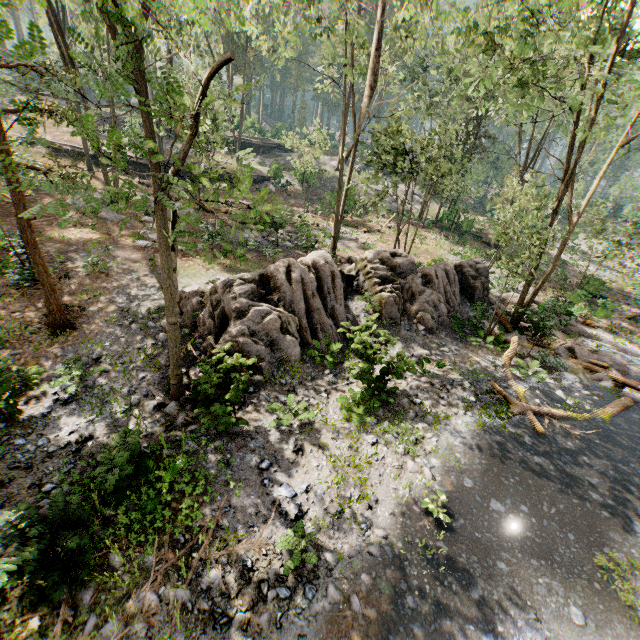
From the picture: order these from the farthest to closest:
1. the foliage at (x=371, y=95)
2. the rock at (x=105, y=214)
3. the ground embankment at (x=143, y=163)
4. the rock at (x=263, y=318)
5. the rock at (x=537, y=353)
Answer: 1. the ground embankment at (x=143, y=163)
2. the rock at (x=105, y=214)
3. the rock at (x=537, y=353)
4. the rock at (x=263, y=318)
5. the foliage at (x=371, y=95)

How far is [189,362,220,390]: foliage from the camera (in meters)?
8.48

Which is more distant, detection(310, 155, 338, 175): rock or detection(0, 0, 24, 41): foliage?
detection(310, 155, 338, 175): rock

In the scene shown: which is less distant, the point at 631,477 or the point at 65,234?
the point at 631,477

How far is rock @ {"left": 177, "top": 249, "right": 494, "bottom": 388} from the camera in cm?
1177

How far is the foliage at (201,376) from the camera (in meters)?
8.48

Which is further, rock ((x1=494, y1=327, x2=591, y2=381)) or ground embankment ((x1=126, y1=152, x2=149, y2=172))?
ground embankment ((x1=126, y1=152, x2=149, y2=172))

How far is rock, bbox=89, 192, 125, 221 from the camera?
20.50m
